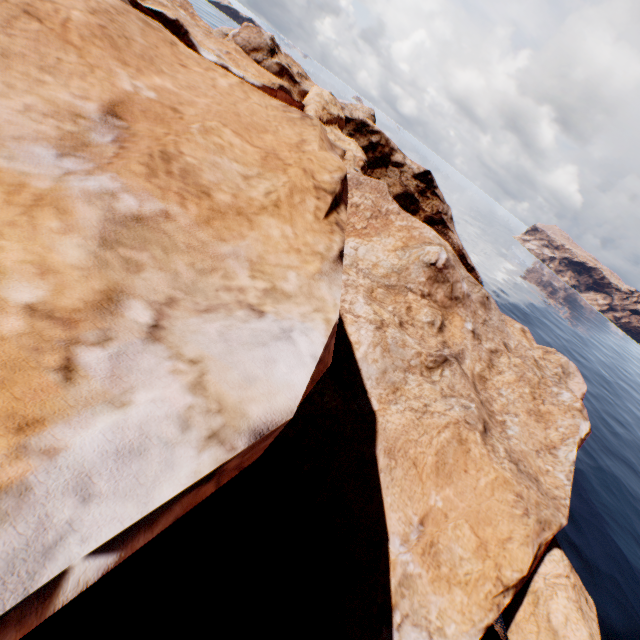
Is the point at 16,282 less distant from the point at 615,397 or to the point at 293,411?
the point at 293,411
